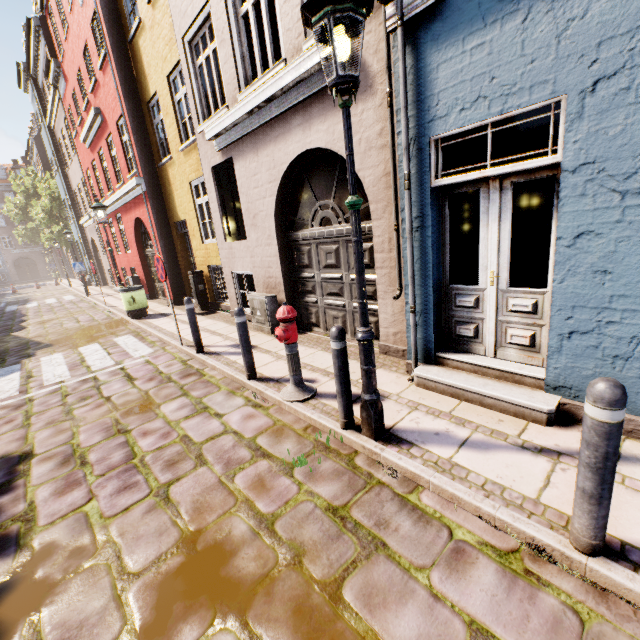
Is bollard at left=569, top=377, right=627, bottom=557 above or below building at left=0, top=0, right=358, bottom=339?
below

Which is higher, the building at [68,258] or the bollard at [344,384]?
the building at [68,258]

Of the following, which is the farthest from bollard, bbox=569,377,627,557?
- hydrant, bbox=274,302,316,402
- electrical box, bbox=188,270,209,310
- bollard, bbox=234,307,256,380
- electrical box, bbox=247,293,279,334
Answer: electrical box, bbox=188,270,209,310

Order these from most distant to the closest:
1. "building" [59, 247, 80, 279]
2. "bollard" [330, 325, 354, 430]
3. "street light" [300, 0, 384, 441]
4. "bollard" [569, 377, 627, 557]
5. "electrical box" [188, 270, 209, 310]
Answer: "building" [59, 247, 80, 279], "electrical box" [188, 270, 209, 310], "bollard" [330, 325, 354, 430], "street light" [300, 0, 384, 441], "bollard" [569, 377, 627, 557]

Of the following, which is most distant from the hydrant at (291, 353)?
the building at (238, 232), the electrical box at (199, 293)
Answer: the electrical box at (199, 293)

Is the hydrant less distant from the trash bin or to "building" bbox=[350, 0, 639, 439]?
"building" bbox=[350, 0, 639, 439]

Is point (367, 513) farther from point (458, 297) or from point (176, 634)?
point (458, 297)

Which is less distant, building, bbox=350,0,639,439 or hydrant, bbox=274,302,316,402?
building, bbox=350,0,639,439
